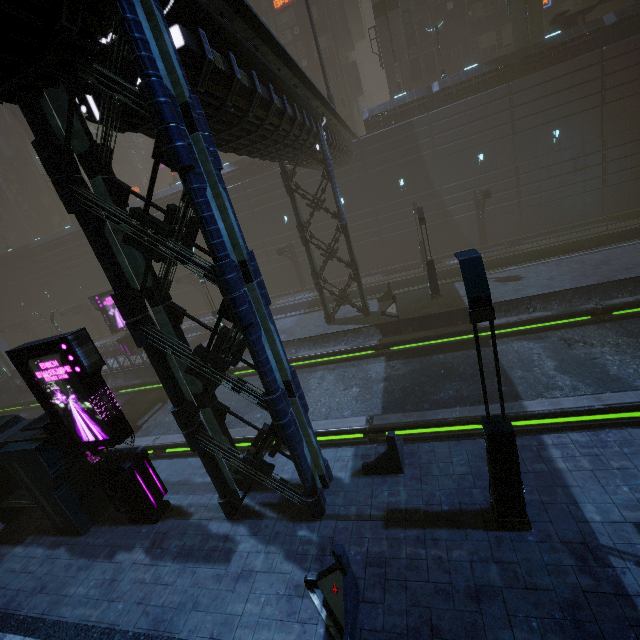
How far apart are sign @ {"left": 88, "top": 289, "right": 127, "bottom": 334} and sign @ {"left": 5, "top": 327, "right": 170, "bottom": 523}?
18.06m

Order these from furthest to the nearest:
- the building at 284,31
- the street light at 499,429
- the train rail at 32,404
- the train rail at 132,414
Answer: the building at 284,31 < the train rail at 32,404 < the train rail at 132,414 < the street light at 499,429

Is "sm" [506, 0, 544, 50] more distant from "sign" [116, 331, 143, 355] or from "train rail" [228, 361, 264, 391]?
"sign" [116, 331, 143, 355]

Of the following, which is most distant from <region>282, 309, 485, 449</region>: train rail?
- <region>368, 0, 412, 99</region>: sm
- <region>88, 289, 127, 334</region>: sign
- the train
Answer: <region>368, 0, 412, 99</region>: sm

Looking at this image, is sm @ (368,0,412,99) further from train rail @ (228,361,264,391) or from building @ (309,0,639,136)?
train rail @ (228,361,264,391)

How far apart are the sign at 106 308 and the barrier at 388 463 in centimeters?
2394cm

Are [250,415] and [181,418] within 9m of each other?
yes

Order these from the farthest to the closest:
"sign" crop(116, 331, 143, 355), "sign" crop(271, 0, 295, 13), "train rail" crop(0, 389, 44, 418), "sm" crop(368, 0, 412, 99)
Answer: "sign" crop(271, 0, 295, 13) → "sm" crop(368, 0, 412, 99) → "sign" crop(116, 331, 143, 355) → "train rail" crop(0, 389, 44, 418)
